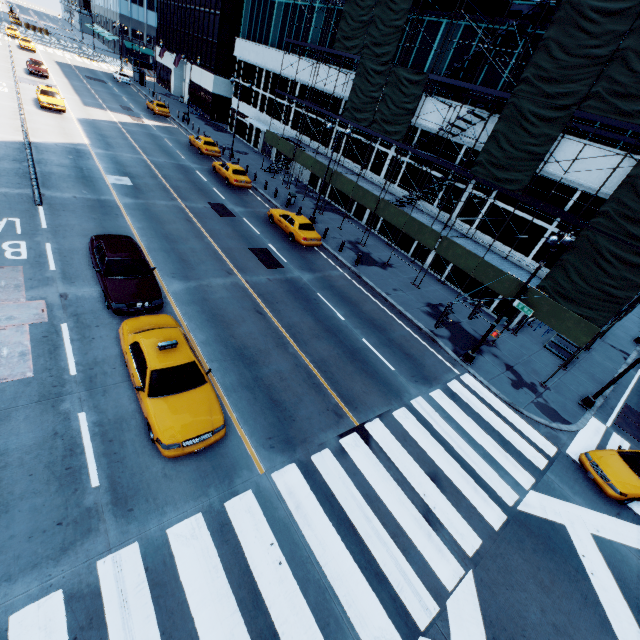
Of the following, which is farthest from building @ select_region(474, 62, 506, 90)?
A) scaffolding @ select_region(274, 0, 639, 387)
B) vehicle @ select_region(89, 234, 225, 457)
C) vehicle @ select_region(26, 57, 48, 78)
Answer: vehicle @ select_region(26, 57, 48, 78)

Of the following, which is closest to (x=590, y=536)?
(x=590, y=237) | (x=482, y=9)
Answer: (x=590, y=237)

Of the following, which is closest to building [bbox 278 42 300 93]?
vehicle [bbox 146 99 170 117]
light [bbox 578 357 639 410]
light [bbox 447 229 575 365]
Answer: light [bbox 578 357 639 410]

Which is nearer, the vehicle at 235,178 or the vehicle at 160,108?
the vehicle at 235,178

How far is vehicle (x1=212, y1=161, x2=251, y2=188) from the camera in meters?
27.6 m

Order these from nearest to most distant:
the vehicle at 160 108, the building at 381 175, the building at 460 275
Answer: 1. the building at 460 275
2. the building at 381 175
3. the vehicle at 160 108

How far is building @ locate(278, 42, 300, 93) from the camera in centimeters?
3441cm
